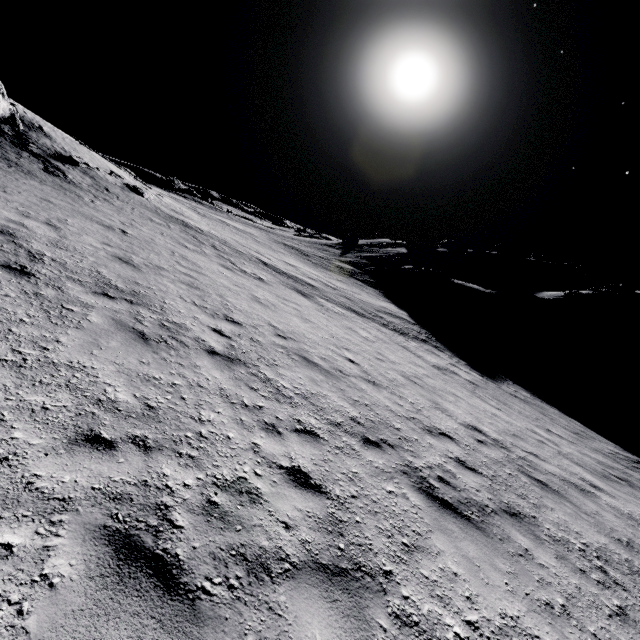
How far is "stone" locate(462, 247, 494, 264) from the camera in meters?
48.5

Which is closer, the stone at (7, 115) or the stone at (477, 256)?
the stone at (7, 115)

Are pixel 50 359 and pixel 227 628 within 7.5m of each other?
yes

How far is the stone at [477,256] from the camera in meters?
48.5 m

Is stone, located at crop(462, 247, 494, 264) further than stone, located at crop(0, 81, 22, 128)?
Yes

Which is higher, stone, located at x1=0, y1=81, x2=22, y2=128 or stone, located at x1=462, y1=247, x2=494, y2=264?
stone, located at x1=462, y1=247, x2=494, y2=264
